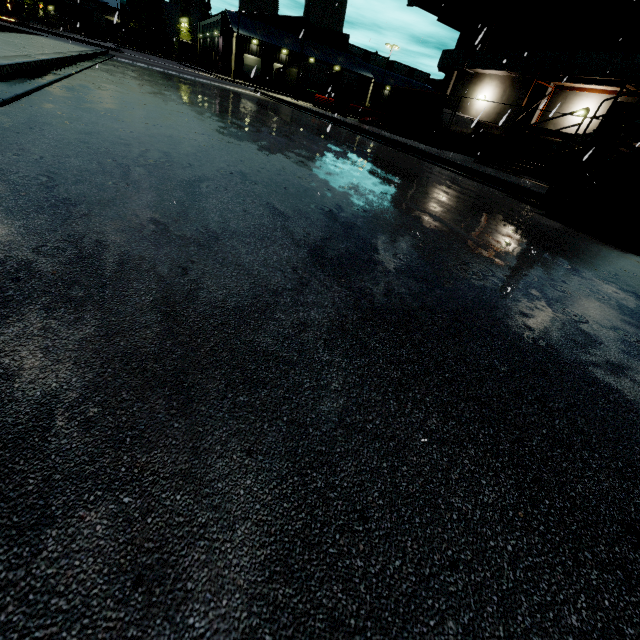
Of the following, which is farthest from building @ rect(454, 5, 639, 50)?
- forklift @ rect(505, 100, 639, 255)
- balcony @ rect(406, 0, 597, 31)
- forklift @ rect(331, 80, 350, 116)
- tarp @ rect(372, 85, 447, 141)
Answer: forklift @ rect(331, 80, 350, 116)

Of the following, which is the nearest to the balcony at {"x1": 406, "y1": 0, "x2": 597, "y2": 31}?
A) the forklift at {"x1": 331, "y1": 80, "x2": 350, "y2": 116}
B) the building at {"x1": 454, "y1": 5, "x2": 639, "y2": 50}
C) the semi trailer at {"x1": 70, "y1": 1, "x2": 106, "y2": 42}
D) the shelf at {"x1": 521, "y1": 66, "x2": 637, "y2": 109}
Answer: the building at {"x1": 454, "y1": 5, "x2": 639, "y2": 50}

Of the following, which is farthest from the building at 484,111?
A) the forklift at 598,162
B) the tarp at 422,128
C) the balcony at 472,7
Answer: the forklift at 598,162

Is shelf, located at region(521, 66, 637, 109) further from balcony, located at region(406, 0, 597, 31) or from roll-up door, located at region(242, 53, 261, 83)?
roll-up door, located at region(242, 53, 261, 83)

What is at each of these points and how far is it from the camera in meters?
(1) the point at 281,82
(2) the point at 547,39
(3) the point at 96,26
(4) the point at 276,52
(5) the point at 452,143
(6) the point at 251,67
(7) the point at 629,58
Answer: (1) semi trailer, 51.5 m
(2) building, 18.2 m
(3) semi trailer, 49.3 m
(4) building, 52.7 m
(5) concrete pipe, 19.1 m
(6) roll-up door, 52.7 m
(7) vent duct, 14.2 m

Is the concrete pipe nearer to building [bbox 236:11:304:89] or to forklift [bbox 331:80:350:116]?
building [bbox 236:11:304:89]

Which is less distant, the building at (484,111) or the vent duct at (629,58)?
the vent duct at (629,58)

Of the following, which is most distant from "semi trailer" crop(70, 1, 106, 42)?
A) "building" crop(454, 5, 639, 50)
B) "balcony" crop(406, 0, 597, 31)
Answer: "balcony" crop(406, 0, 597, 31)
